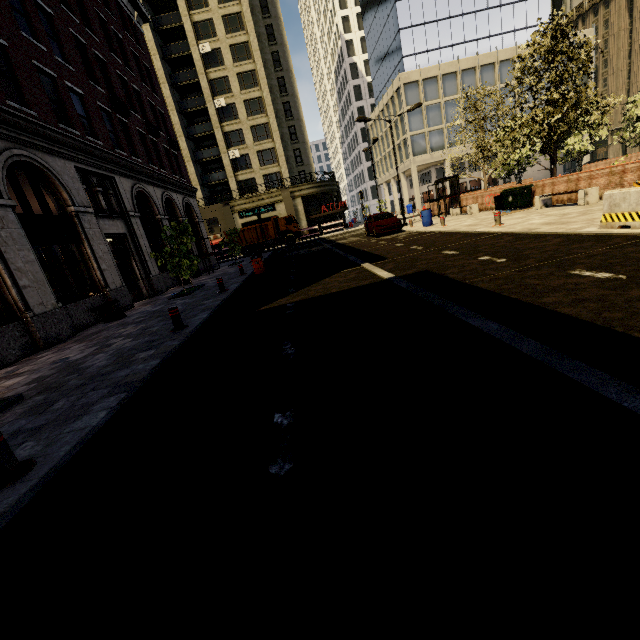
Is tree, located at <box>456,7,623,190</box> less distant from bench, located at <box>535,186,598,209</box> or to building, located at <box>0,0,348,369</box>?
building, located at <box>0,0,348,369</box>

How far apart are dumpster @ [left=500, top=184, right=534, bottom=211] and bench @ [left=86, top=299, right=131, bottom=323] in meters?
18.8

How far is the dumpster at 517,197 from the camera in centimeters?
1622cm

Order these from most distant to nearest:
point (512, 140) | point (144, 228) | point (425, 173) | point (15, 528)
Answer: point (425, 173)
point (512, 140)
point (144, 228)
point (15, 528)

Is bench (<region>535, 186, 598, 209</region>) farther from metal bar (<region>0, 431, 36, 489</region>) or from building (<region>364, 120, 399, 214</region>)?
building (<region>364, 120, 399, 214</region>)

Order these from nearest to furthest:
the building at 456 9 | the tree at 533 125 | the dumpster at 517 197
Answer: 1. the tree at 533 125
2. the dumpster at 517 197
3. the building at 456 9

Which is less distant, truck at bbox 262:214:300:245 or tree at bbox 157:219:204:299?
tree at bbox 157:219:204:299

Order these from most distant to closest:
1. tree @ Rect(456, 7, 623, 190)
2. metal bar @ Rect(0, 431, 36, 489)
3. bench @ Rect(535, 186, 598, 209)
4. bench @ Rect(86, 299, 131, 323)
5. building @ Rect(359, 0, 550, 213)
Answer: building @ Rect(359, 0, 550, 213) < tree @ Rect(456, 7, 623, 190) < bench @ Rect(535, 186, 598, 209) < bench @ Rect(86, 299, 131, 323) < metal bar @ Rect(0, 431, 36, 489)
